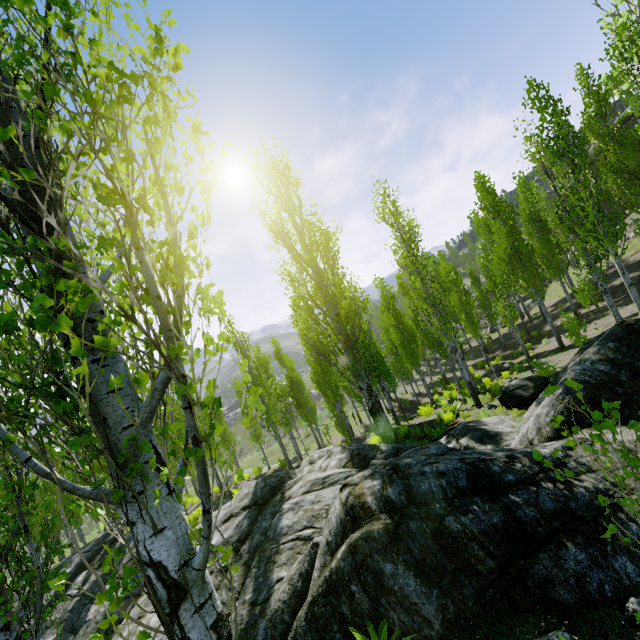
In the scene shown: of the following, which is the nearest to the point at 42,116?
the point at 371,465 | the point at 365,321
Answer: the point at 371,465

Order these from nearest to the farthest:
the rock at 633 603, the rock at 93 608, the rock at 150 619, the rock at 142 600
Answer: the rock at 633 603 → the rock at 150 619 → the rock at 142 600 → the rock at 93 608

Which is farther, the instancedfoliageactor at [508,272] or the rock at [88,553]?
the rock at [88,553]

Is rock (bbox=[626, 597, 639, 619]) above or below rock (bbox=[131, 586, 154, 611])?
above

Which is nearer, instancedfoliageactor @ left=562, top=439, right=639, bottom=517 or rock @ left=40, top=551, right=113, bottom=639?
instancedfoliageactor @ left=562, top=439, right=639, bottom=517

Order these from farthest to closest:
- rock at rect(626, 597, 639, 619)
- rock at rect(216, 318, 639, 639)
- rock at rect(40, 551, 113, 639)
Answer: rock at rect(40, 551, 113, 639), rock at rect(216, 318, 639, 639), rock at rect(626, 597, 639, 619)

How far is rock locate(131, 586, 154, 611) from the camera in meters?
9.4 m
